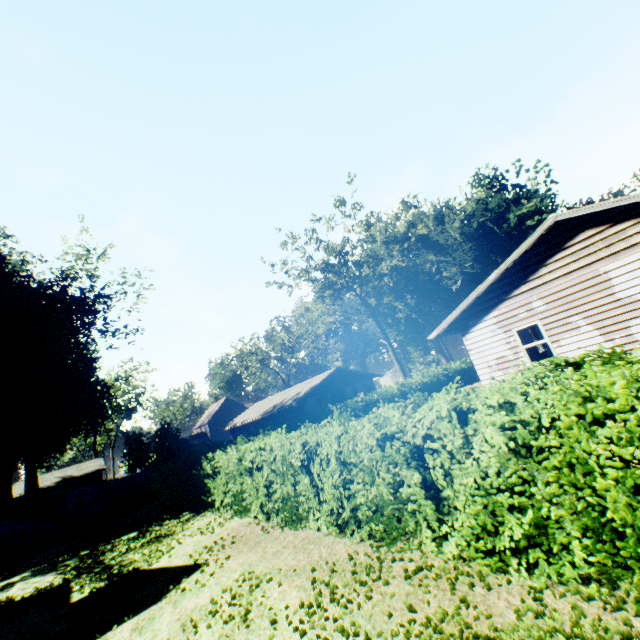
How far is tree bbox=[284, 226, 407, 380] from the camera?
36.8 meters

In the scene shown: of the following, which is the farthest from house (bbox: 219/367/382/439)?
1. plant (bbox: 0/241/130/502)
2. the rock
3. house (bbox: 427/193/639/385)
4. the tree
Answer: house (bbox: 427/193/639/385)

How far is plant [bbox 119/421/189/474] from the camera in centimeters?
2423cm

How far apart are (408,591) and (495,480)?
2.04m

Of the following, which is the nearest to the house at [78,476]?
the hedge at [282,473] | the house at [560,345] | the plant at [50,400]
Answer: the plant at [50,400]

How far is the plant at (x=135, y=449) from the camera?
24.23m

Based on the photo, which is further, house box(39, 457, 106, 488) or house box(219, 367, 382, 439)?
house box(39, 457, 106, 488)

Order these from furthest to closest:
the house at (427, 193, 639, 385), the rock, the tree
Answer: the tree < the rock < the house at (427, 193, 639, 385)
